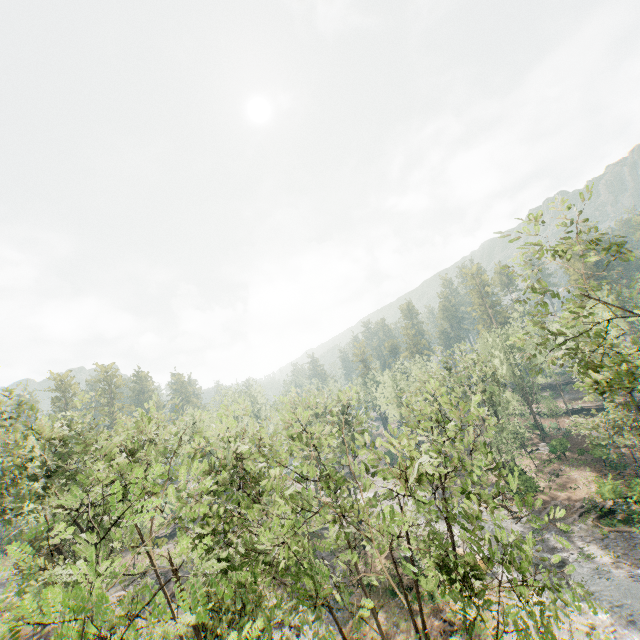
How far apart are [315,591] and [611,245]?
20.7 meters

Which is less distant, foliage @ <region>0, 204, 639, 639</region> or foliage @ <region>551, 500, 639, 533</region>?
foliage @ <region>0, 204, 639, 639</region>

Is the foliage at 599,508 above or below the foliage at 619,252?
below

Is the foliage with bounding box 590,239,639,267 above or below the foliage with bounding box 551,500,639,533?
above

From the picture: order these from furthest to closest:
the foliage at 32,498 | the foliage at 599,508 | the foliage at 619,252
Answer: the foliage at 599,508, the foliage at 619,252, the foliage at 32,498

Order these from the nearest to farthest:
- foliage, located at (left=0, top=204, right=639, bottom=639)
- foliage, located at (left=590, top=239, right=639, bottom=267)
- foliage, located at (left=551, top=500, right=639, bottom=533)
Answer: foliage, located at (left=0, top=204, right=639, bottom=639)
foliage, located at (left=590, top=239, right=639, bottom=267)
foliage, located at (left=551, top=500, right=639, bottom=533)
